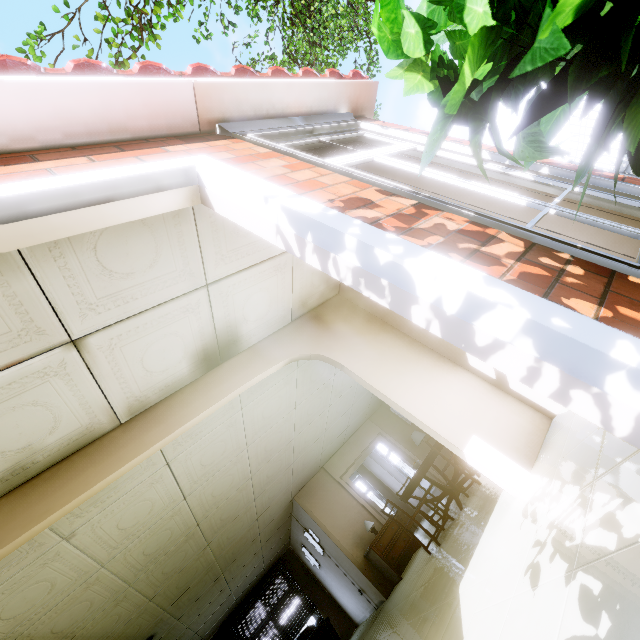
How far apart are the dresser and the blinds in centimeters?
729cm

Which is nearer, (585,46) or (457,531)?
(585,46)

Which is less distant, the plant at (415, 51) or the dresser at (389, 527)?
the plant at (415, 51)

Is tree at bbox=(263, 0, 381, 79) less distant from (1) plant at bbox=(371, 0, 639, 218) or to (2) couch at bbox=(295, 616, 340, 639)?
(1) plant at bbox=(371, 0, 639, 218)

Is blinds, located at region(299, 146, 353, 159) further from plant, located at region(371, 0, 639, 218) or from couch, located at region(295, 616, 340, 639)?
couch, located at region(295, 616, 340, 639)

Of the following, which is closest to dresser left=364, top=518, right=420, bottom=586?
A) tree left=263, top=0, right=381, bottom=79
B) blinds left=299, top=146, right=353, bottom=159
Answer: blinds left=299, top=146, right=353, bottom=159

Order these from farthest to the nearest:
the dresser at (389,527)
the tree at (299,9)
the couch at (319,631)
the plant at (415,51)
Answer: the tree at (299,9) < the dresser at (389,527) < the couch at (319,631) < the plant at (415,51)

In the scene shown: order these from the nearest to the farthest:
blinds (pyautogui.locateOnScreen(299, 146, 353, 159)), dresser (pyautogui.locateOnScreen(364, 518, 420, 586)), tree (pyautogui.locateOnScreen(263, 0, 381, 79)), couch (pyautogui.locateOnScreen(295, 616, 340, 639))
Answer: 1. blinds (pyautogui.locateOnScreen(299, 146, 353, 159))
2. couch (pyautogui.locateOnScreen(295, 616, 340, 639))
3. dresser (pyautogui.locateOnScreen(364, 518, 420, 586))
4. tree (pyautogui.locateOnScreen(263, 0, 381, 79))
